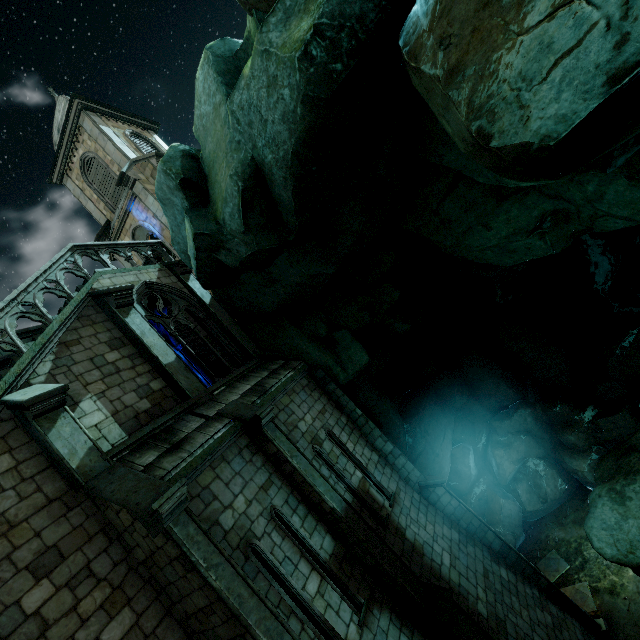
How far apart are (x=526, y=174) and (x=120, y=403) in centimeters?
958cm

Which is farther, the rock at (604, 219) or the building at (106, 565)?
the building at (106, 565)

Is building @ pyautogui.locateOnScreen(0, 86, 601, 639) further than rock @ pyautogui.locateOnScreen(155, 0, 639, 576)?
Yes
